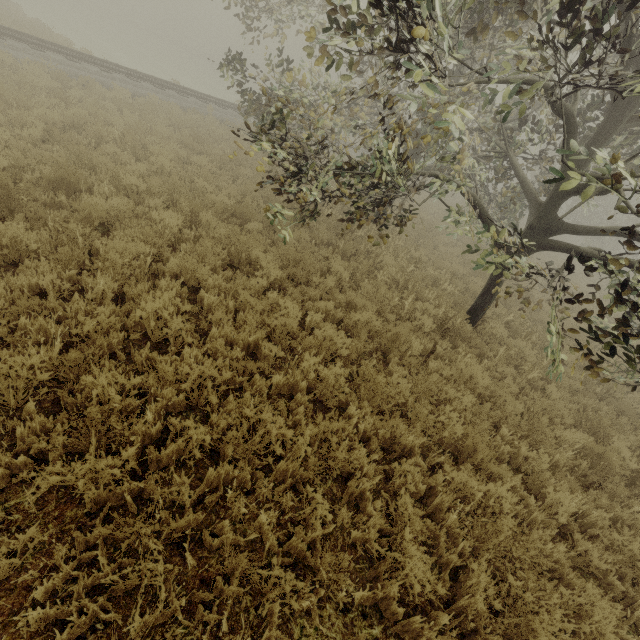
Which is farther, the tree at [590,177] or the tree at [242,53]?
the tree at [242,53]

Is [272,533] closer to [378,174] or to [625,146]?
[378,174]

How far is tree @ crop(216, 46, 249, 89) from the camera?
8.8 meters

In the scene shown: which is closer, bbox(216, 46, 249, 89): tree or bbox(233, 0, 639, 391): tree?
bbox(233, 0, 639, 391): tree

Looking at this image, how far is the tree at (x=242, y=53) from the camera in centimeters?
878cm
